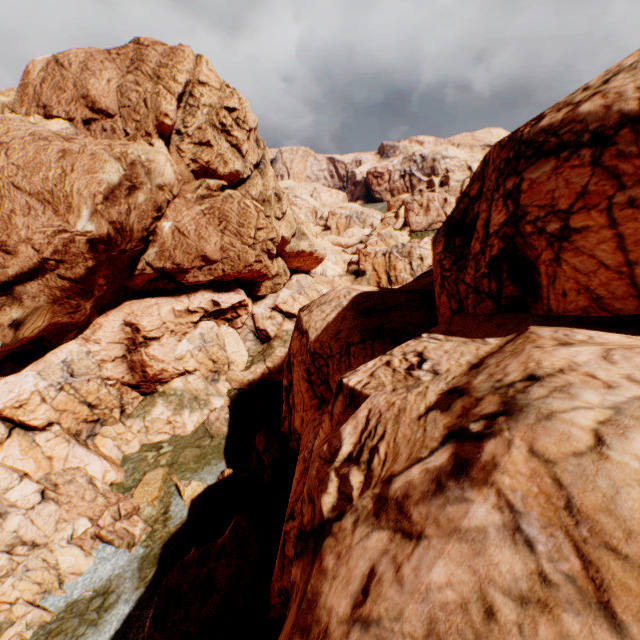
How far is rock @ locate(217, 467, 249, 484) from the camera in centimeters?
2344cm

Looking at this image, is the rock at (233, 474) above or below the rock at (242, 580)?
below

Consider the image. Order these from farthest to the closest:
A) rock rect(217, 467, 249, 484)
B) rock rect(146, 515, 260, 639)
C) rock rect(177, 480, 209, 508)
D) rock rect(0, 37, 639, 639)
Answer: rock rect(217, 467, 249, 484)
rock rect(177, 480, 209, 508)
rock rect(146, 515, 260, 639)
rock rect(0, 37, 639, 639)

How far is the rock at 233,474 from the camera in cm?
2344

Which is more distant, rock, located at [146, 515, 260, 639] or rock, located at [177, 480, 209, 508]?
rock, located at [177, 480, 209, 508]

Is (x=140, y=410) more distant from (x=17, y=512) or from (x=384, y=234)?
(x=384, y=234)
